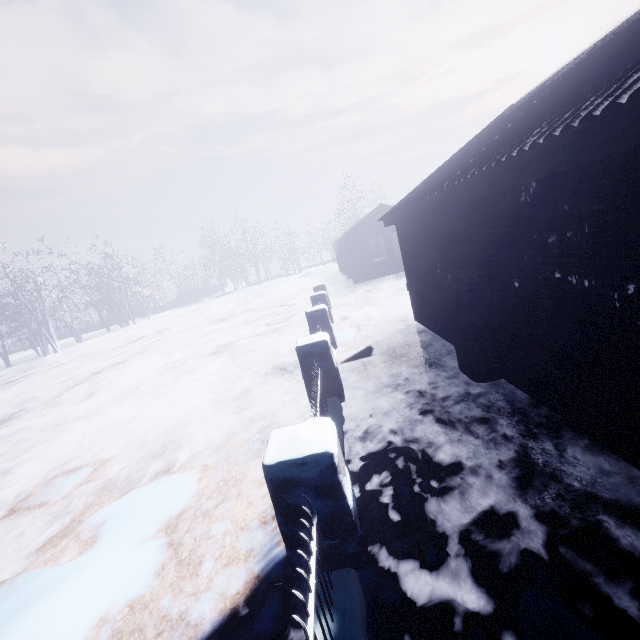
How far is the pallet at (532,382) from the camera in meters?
3.1

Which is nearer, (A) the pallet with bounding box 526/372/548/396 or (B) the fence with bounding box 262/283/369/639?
(B) the fence with bounding box 262/283/369/639

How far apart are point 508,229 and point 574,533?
2.44m

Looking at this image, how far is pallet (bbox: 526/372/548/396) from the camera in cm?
312

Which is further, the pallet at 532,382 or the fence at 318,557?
the pallet at 532,382
